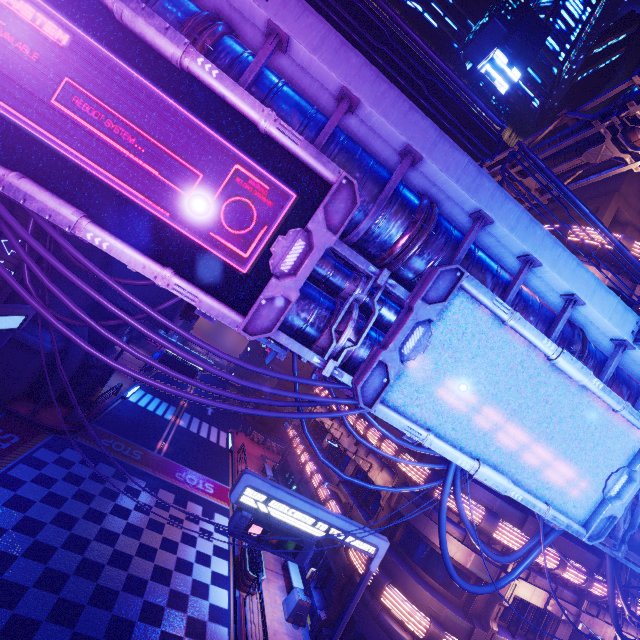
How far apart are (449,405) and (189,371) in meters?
19.2 m

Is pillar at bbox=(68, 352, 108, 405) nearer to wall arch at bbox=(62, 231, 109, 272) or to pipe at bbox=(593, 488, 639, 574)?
wall arch at bbox=(62, 231, 109, 272)

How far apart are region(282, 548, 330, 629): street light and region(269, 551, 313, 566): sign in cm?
503

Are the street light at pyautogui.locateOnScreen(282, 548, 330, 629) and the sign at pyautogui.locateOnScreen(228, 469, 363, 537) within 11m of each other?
yes

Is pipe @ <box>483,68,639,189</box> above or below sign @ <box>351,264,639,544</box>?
above

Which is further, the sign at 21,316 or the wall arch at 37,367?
the wall arch at 37,367

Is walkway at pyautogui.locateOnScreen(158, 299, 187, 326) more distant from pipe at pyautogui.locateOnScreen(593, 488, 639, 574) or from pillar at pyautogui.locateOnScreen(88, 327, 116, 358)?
pipe at pyautogui.locateOnScreen(593, 488, 639, 574)

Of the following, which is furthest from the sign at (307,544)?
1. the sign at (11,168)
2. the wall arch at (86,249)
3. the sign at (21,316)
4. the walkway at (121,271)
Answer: the walkway at (121,271)
